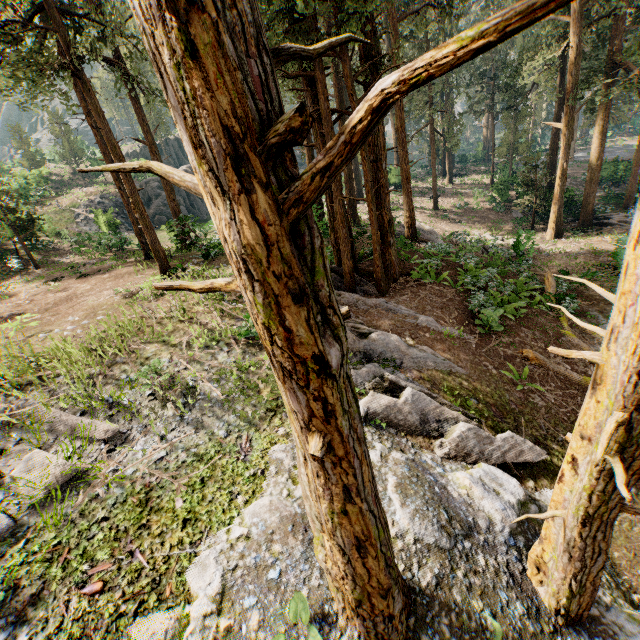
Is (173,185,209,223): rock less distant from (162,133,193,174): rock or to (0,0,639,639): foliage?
(0,0,639,639): foliage

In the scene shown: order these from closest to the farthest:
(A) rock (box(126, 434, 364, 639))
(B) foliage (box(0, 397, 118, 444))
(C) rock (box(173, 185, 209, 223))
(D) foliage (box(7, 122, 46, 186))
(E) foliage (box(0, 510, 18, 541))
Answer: (A) rock (box(126, 434, 364, 639)), (E) foliage (box(0, 510, 18, 541)), (B) foliage (box(0, 397, 118, 444)), (C) rock (box(173, 185, 209, 223)), (D) foliage (box(7, 122, 46, 186))

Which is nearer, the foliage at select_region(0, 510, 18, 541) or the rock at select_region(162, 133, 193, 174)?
the foliage at select_region(0, 510, 18, 541)

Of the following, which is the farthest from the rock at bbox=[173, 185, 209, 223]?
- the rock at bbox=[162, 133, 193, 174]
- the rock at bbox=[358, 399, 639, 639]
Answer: the rock at bbox=[358, 399, 639, 639]

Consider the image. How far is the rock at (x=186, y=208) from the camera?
38.22m

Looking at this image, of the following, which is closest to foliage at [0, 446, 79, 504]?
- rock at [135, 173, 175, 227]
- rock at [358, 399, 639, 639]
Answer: rock at [358, 399, 639, 639]

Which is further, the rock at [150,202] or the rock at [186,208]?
the rock at [186,208]

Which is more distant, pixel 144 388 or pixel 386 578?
pixel 144 388
